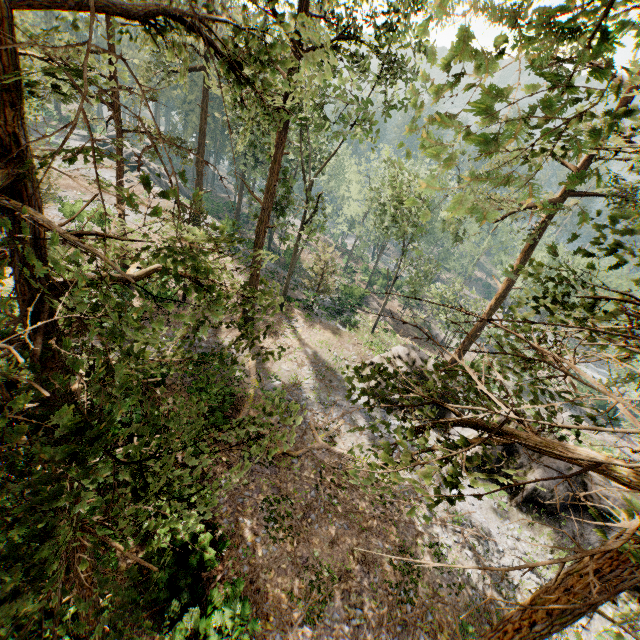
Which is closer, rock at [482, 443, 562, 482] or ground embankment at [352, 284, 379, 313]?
rock at [482, 443, 562, 482]

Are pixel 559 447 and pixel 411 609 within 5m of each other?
no

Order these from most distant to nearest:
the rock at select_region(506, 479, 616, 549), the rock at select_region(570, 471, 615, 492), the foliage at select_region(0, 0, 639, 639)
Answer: the rock at select_region(570, 471, 615, 492), the rock at select_region(506, 479, 616, 549), the foliage at select_region(0, 0, 639, 639)

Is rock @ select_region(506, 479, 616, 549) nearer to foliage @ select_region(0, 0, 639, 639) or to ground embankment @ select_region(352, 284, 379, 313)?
foliage @ select_region(0, 0, 639, 639)

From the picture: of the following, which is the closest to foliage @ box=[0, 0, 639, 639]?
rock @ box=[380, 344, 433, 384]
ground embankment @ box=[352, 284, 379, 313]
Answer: rock @ box=[380, 344, 433, 384]

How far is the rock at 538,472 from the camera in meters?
17.8 m

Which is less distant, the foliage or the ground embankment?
the foliage

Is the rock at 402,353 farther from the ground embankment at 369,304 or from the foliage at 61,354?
the ground embankment at 369,304
